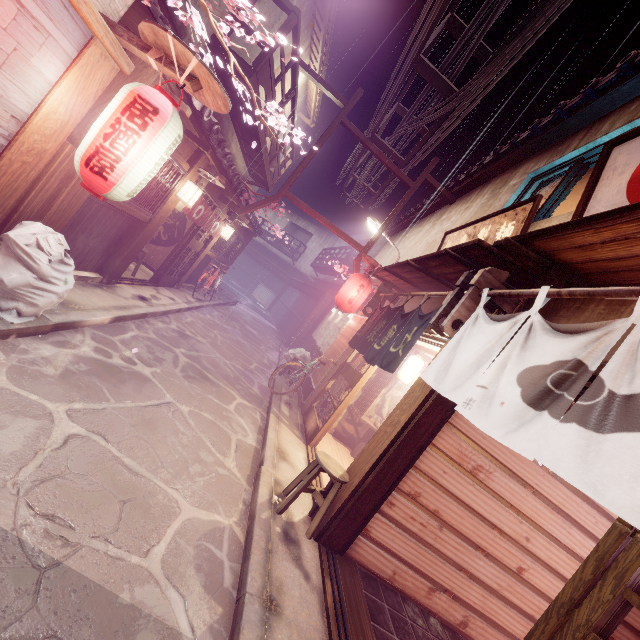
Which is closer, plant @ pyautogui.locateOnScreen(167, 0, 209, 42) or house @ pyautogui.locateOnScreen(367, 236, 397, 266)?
plant @ pyautogui.locateOnScreen(167, 0, 209, 42)

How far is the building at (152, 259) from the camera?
18.3m

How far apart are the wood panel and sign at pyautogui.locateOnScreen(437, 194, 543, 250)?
9.7 meters

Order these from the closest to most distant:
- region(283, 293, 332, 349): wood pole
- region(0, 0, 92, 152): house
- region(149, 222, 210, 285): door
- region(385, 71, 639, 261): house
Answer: region(0, 0, 92, 152): house
region(385, 71, 639, 261): house
region(149, 222, 210, 285): door
region(283, 293, 332, 349): wood pole

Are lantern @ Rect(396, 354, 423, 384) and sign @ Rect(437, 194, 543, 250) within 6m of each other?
yes

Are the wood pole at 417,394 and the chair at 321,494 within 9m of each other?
yes

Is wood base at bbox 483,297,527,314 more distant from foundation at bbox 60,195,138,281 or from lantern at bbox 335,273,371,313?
lantern at bbox 335,273,371,313

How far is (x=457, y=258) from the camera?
7.8 meters
